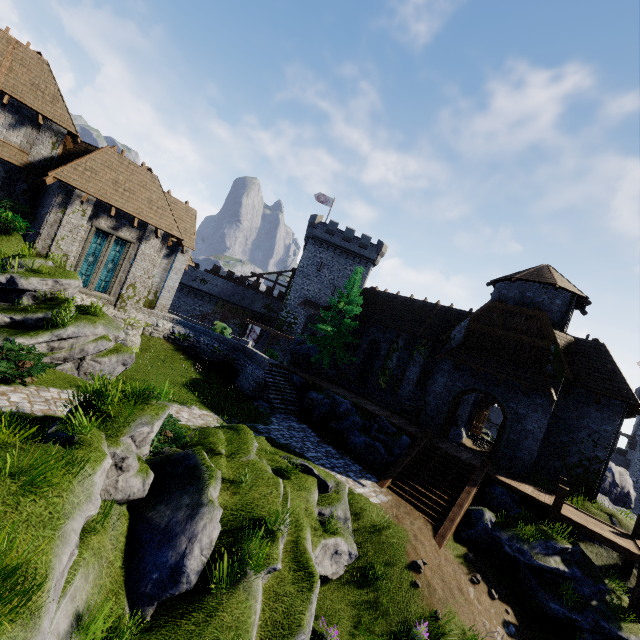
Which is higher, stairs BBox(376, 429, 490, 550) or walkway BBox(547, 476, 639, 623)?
walkway BBox(547, 476, 639, 623)

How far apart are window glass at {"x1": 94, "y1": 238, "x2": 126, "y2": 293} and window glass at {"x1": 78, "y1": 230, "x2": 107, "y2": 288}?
0.2 meters

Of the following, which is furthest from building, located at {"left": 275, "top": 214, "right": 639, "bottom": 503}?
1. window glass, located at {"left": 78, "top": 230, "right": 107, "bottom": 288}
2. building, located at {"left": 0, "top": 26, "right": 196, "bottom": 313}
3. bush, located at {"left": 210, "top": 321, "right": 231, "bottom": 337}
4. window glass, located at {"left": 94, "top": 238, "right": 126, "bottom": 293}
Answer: window glass, located at {"left": 78, "top": 230, "right": 107, "bottom": 288}

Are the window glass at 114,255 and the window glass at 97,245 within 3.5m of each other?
yes

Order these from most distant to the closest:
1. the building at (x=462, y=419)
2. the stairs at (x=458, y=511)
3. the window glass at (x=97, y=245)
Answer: the building at (x=462, y=419) < the window glass at (x=97, y=245) < the stairs at (x=458, y=511)

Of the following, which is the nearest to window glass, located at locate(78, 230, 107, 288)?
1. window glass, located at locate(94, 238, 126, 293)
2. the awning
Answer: window glass, located at locate(94, 238, 126, 293)

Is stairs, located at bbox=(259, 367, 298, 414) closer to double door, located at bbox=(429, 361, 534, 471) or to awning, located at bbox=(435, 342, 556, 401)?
double door, located at bbox=(429, 361, 534, 471)

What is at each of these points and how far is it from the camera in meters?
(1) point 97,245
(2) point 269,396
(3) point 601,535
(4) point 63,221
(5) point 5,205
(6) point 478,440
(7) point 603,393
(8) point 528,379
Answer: (1) window glass, 18.2
(2) stairs, 20.0
(3) walkway, 12.8
(4) building, 16.5
(5) bush, 15.6
(6) stairs, 27.8
(7) building, 17.5
(8) awning, 17.2
